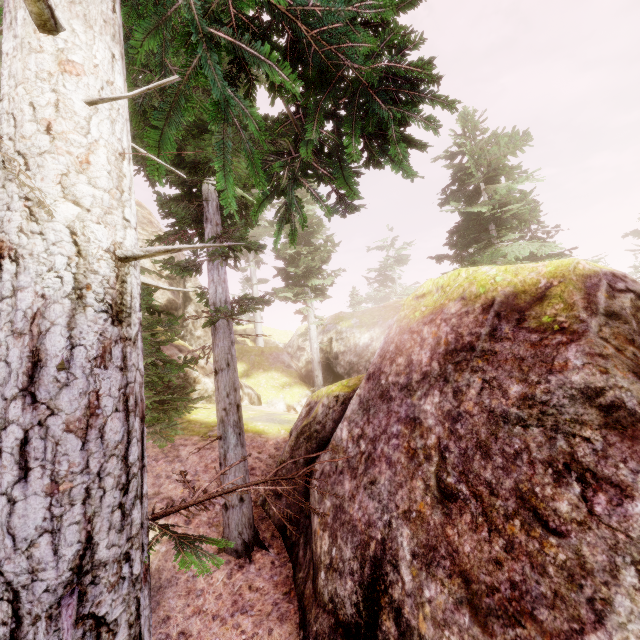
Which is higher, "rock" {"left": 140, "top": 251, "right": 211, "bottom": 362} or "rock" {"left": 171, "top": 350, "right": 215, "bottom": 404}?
"rock" {"left": 140, "top": 251, "right": 211, "bottom": 362}

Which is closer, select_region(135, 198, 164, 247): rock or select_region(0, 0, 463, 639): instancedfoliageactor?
select_region(0, 0, 463, 639): instancedfoliageactor

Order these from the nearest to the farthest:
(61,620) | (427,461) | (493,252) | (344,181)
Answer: (61,620) < (427,461) < (344,181) < (493,252)

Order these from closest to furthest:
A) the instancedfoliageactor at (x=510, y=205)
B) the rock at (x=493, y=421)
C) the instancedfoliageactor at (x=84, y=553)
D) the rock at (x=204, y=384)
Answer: the instancedfoliageactor at (x=84, y=553) < the rock at (x=493, y=421) < the instancedfoliageactor at (x=510, y=205) < the rock at (x=204, y=384)

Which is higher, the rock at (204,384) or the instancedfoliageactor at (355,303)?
the instancedfoliageactor at (355,303)

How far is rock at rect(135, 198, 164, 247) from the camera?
21.7m

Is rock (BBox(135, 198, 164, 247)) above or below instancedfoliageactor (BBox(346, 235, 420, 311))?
above
